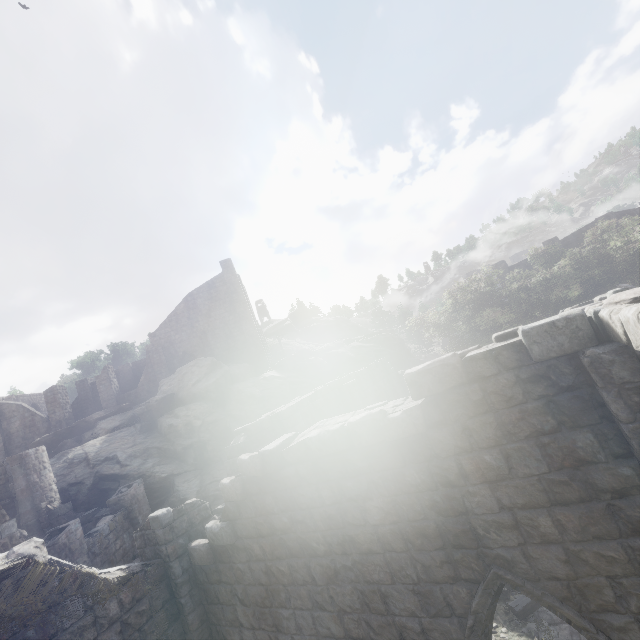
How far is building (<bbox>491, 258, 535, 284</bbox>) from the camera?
33.06m

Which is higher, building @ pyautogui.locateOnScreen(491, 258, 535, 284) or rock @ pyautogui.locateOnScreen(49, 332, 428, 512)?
Result: building @ pyautogui.locateOnScreen(491, 258, 535, 284)

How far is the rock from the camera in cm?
2077

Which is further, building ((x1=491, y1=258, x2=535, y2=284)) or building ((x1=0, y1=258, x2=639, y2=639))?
building ((x1=491, y1=258, x2=535, y2=284))

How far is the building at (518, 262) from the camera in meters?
33.1 m

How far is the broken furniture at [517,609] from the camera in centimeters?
807cm

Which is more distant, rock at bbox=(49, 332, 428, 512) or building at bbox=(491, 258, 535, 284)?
building at bbox=(491, 258, 535, 284)

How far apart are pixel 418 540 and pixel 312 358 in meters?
25.6 m
